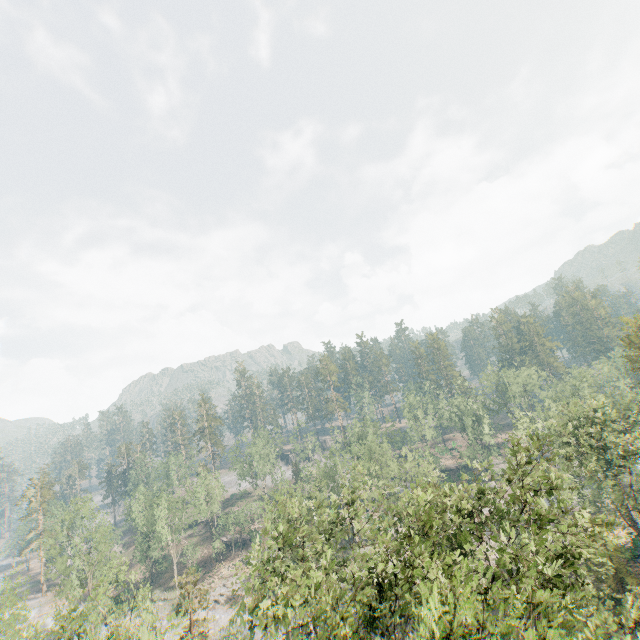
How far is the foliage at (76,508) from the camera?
47.0m

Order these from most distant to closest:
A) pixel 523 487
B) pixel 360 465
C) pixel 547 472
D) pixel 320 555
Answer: pixel 547 472 → pixel 360 465 → pixel 523 487 → pixel 320 555

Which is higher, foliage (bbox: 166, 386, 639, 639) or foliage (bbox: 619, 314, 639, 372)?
foliage (bbox: 619, 314, 639, 372)

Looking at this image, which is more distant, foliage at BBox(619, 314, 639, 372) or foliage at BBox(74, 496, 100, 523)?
foliage at BBox(74, 496, 100, 523)

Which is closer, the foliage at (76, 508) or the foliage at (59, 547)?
the foliage at (59, 547)

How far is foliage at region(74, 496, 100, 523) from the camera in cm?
4698

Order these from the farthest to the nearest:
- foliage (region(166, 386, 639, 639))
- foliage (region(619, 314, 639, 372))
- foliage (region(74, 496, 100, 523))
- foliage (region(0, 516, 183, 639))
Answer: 1. foliage (region(74, 496, 100, 523))
2. foliage (region(619, 314, 639, 372))
3. foliage (region(0, 516, 183, 639))
4. foliage (region(166, 386, 639, 639))
